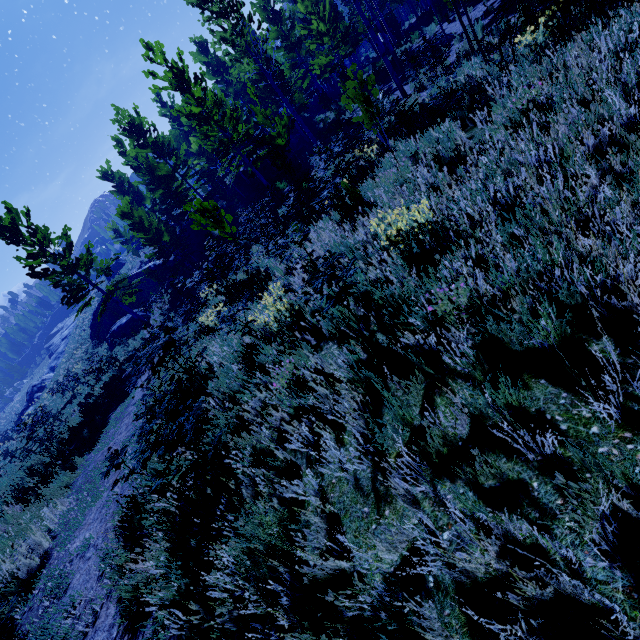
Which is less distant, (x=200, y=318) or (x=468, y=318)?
(x=468, y=318)

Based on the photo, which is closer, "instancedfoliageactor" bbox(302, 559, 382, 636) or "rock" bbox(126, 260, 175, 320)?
"instancedfoliageactor" bbox(302, 559, 382, 636)

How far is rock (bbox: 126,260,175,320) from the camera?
25.53m

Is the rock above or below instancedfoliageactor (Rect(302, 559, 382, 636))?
above

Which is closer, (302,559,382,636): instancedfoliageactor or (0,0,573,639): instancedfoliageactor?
(302,559,382,636): instancedfoliageactor

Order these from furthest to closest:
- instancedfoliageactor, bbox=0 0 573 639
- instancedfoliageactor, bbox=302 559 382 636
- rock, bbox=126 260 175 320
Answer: rock, bbox=126 260 175 320, instancedfoliageactor, bbox=0 0 573 639, instancedfoliageactor, bbox=302 559 382 636

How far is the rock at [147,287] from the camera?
25.5 meters

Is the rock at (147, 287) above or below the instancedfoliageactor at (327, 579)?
above
